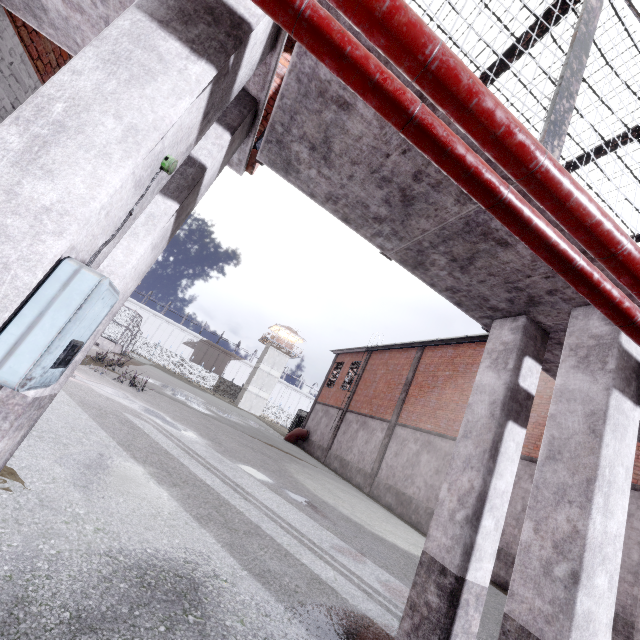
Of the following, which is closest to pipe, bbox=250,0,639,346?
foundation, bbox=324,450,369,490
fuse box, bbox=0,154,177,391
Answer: fuse box, bbox=0,154,177,391

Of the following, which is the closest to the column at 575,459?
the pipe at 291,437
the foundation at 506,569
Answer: the foundation at 506,569

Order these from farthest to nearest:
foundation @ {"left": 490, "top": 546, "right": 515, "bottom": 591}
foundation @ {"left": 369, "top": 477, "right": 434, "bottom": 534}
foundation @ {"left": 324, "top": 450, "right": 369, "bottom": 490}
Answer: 1. foundation @ {"left": 324, "top": 450, "right": 369, "bottom": 490}
2. foundation @ {"left": 369, "top": 477, "right": 434, "bottom": 534}
3. foundation @ {"left": 490, "top": 546, "right": 515, "bottom": 591}

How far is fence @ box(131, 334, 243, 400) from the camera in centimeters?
5325cm

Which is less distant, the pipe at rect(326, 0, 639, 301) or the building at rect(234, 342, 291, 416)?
the pipe at rect(326, 0, 639, 301)

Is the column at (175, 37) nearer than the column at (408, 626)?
Yes

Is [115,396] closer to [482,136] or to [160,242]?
[160,242]

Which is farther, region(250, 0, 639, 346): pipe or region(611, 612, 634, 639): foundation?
Result: region(611, 612, 634, 639): foundation
